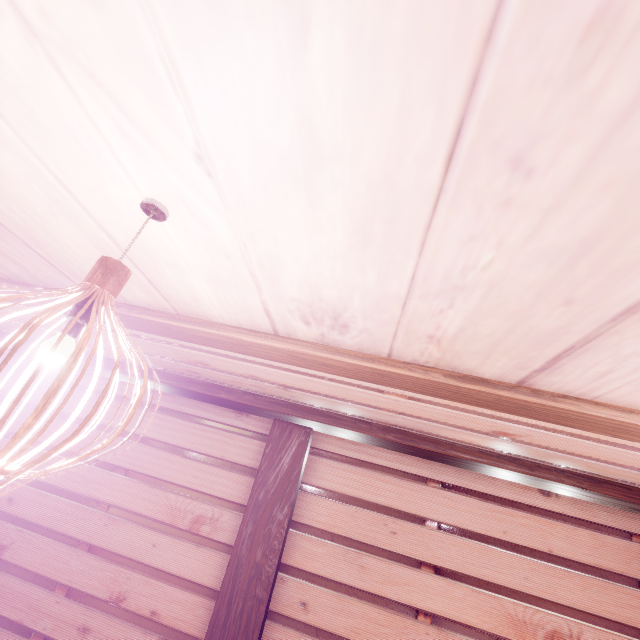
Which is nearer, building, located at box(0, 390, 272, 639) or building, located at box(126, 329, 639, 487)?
building, located at box(126, 329, 639, 487)

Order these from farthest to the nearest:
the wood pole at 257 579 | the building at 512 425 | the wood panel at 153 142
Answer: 1. the wood pole at 257 579
2. the building at 512 425
3. the wood panel at 153 142

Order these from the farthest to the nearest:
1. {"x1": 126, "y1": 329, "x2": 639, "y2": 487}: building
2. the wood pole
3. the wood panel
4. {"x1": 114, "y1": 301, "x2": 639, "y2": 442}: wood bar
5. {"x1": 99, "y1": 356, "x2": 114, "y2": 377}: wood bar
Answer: →
1. {"x1": 99, "y1": 356, "x2": 114, "y2": 377}: wood bar
2. the wood pole
3. {"x1": 126, "y1": 329, "x2": 639, "y2": 487}: building
4. {"x1": 114, "y1": 301, "x2": 639, "y2": 442}: wood bar
5. the wood panel

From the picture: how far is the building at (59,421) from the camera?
6.3m

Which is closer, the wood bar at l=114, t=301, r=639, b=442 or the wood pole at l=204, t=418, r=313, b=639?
the wood bar at l=114, t=301, r=639, b=442

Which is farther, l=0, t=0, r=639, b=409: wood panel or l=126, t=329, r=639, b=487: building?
l=126, t=329, r=639, b=487: building

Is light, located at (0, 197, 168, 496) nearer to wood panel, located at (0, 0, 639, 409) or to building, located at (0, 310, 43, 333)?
wood panel, located at (0, 0, 639, 409)

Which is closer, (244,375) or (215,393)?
(244,375)
